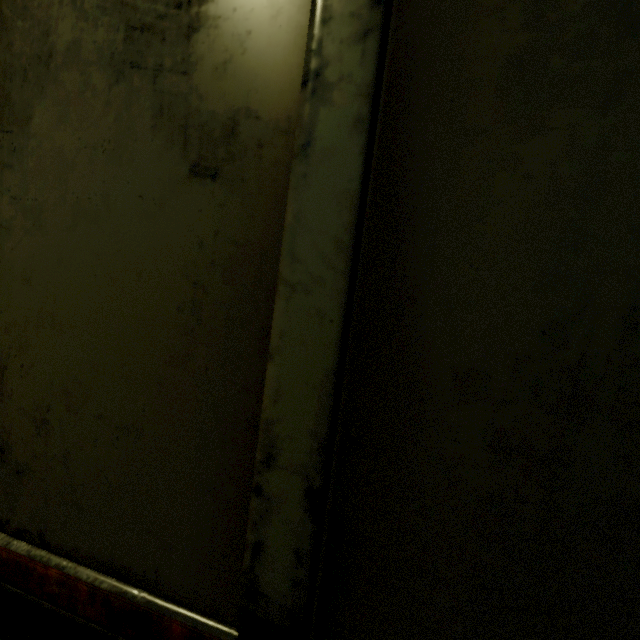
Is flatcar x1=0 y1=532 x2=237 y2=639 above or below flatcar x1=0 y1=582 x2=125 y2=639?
above

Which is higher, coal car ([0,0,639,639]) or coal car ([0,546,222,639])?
coal car ([0,0,639,639])

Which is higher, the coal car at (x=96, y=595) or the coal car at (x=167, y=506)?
the coal car at (x=167, y=506)

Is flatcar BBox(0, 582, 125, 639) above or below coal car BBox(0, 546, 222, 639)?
below

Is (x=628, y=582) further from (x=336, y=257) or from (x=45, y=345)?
(x=45, y=345)

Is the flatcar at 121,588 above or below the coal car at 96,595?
above
